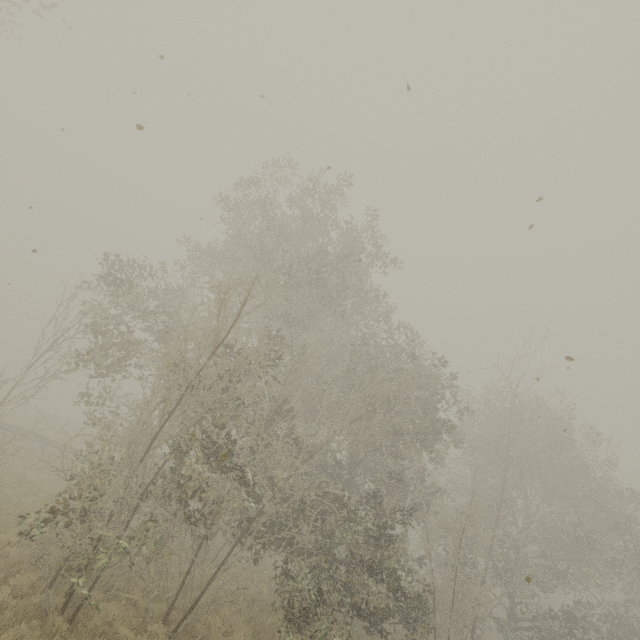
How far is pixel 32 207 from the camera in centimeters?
546cm
